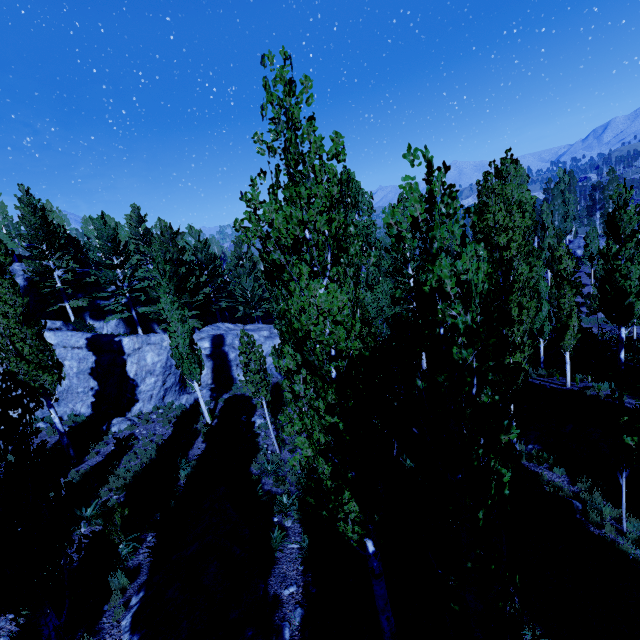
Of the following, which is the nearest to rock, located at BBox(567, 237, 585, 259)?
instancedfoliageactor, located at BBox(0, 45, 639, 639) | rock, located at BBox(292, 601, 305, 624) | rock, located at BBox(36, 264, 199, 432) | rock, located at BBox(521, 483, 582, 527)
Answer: instancedfoliageactor, located at BBox(0, 45, 639, 639)

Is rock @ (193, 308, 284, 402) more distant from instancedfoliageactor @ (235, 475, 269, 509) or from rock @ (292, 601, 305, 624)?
rock @ (292, 601, 305, 624)

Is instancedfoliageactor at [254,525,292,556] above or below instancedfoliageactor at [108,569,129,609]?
below

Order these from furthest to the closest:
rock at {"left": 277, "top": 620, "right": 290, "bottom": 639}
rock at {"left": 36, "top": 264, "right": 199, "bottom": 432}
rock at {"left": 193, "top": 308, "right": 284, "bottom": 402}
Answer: rock at {"left": 193, "top": 308, "right": 284, "bottom": 402}
rock at {"left": 36, "top": 264, "right": 199, "bottom": 432}
rock at {"left": 277, "top": 620, "right": 290, "bottom": 639}

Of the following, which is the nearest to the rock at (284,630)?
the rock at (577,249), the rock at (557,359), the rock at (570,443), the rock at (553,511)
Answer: the rock at (553,511)

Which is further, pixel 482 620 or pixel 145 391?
pixel 145 391

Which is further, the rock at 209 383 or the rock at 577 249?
the rock at 577 249

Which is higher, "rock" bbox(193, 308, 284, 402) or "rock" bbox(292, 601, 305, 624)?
"rock" bbox(193, 308, 284, 402)
